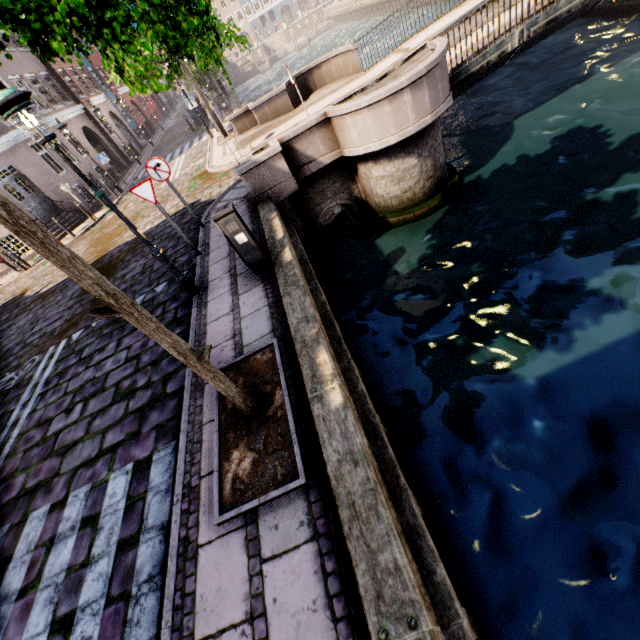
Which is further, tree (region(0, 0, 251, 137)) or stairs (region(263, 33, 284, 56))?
stairs (region(263, 33, 284, 56))

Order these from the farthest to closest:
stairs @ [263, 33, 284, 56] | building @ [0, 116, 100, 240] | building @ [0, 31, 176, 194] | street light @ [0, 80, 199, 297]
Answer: stairs @ [263, 33, 284, 56], building @ [0, 31, 176, 194], building @ [0, 116, 100, 240], street light @ [0, 80, 199, 297]

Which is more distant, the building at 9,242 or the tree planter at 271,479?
the building at 9,242

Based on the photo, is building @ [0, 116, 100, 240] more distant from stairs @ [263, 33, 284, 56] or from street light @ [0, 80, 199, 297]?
stairs @ [263, 33, 284, 56]

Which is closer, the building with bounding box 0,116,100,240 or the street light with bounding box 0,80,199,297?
the street light with bounding box 0,80,199,297

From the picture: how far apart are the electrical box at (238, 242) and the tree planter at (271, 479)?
1.87m

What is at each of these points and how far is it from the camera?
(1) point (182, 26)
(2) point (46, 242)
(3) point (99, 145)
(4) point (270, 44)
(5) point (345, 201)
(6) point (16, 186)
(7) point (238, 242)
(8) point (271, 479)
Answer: (1) tree, 1.03m
(2) tree, 2.04m
(3) building, 22.98m
(4) stairs, 58.22m
(5) bridge, 9.43m
(6) building, 15.66m
(7) electrical box, 5.40m
(8) tree planter, 3.16m

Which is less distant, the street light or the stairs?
the street light
